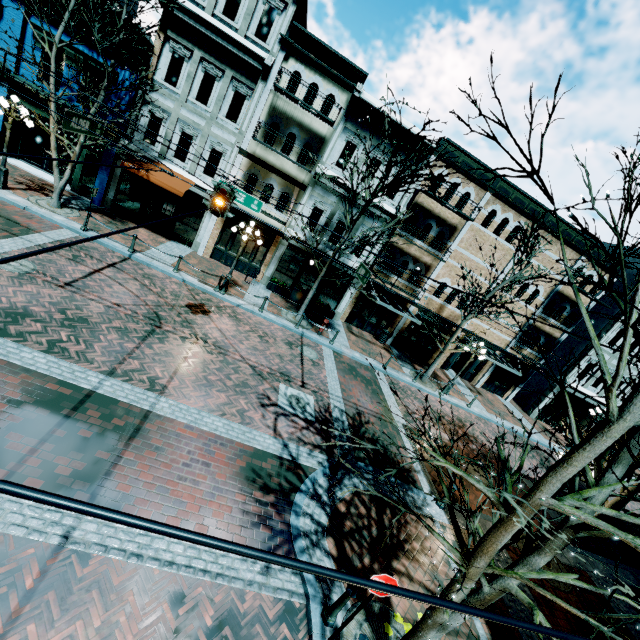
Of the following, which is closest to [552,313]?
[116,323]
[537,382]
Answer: [537,382]

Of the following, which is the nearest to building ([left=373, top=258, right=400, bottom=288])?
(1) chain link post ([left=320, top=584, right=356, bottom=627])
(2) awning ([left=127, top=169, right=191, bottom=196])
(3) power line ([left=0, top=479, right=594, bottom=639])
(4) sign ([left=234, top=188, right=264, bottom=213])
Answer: (2) awning ([left=127, top=169, right=191, bottom=196])

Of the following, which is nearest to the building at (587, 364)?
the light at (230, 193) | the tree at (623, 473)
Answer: the tree at (623, 473)

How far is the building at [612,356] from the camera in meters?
22.2

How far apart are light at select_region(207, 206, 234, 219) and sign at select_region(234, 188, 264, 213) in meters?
2.1

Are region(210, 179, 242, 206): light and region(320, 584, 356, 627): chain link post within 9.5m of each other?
yes

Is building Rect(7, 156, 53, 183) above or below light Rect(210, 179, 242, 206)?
below

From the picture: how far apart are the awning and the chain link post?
16.71m
